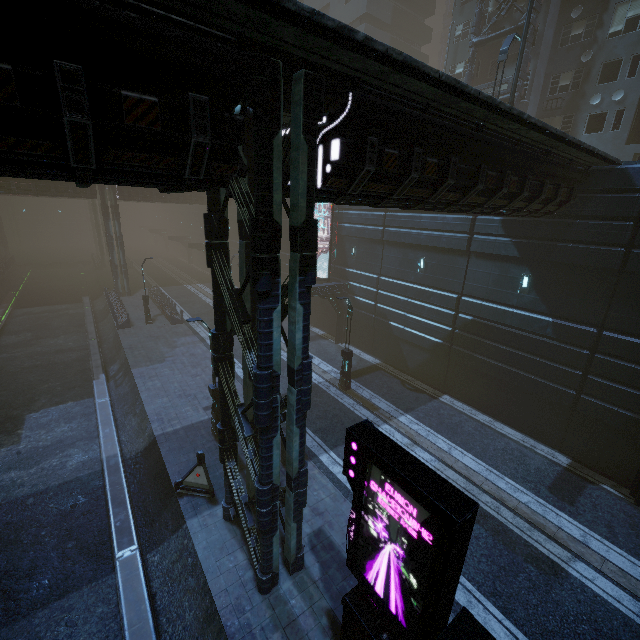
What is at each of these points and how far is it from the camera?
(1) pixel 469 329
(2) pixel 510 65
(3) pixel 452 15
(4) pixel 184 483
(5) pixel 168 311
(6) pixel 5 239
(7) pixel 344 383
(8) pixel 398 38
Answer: (1) building, 17.00m
(2) building, 24.58m
(3) building, 29.23m
(4) barrier, 11.69m
(5) building, 29.16m
(6) building, 55.38m
(7) street light, 18.62m
(8) building, 41.34m

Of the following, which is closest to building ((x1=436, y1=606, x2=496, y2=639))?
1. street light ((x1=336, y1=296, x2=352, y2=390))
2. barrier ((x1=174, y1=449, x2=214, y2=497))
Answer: barrier ((x1=174, y1=449, x2=214, y2=497))

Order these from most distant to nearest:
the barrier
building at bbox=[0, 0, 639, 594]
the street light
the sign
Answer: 1. the street light
2. the barrier
3. the sign
4. building at bbox=[0, 0, 639, 594]

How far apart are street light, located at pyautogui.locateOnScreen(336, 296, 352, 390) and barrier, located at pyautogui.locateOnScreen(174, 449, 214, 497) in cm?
880

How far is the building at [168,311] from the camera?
27.9 meters

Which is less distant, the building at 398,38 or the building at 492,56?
the building at 492,56

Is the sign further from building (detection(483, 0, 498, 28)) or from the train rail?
the train rail

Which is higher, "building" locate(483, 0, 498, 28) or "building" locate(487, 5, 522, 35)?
"building" locate(483, 0, 498, 28)
